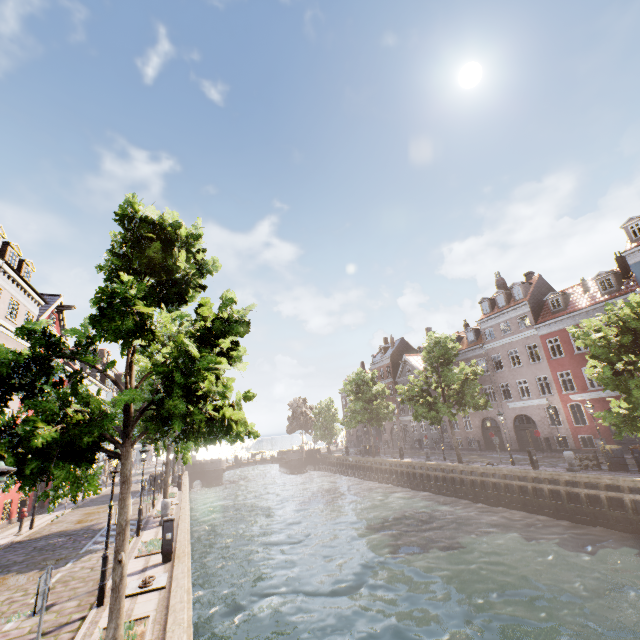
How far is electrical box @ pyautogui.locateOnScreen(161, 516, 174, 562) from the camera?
10.70m

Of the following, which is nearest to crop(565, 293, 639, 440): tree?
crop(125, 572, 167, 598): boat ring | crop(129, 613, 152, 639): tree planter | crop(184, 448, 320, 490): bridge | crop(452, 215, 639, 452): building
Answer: crop(129, 613, 152, 639): tree planter

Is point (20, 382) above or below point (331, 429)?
above

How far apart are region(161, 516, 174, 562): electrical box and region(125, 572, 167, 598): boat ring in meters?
1.3 m

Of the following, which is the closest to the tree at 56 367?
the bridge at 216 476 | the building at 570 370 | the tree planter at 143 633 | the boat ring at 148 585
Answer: the tree planter at 143 633

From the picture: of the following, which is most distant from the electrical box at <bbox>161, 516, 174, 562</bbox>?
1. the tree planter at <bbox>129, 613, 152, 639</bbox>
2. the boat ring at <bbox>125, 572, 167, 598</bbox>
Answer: the tree planter at <bbox>129, 613, 152, 639</bbox>

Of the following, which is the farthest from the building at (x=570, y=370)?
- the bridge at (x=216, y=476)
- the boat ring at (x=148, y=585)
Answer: the boat ring at (x=148, y=585)

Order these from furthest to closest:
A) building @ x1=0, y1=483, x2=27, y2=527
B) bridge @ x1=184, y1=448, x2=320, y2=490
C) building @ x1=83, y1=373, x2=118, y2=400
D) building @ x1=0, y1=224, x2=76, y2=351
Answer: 1. bridge @ x1=184, y1=448, x2=320, y2=490
2. building @ x1=83, y1=373, x2=118, y2=400
3. building @ x1=0, y1=483, x2=27, y2=527
4. building @ x1=0, y1=224, x2=76, y2=351
